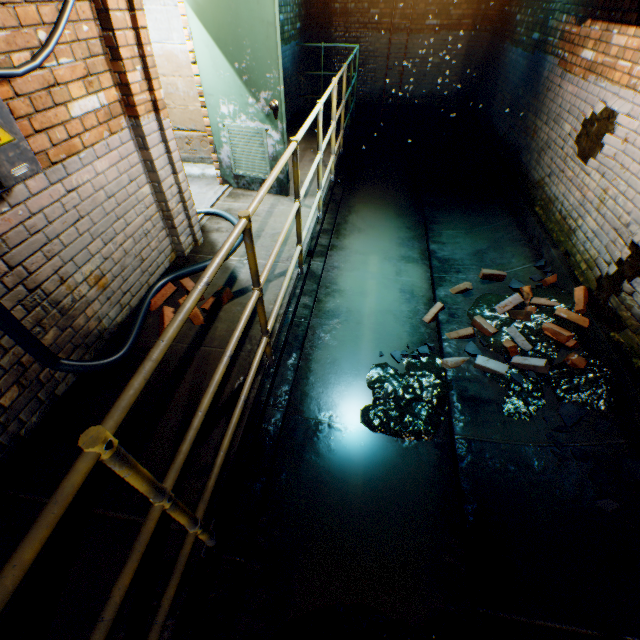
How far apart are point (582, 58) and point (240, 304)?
5.4m

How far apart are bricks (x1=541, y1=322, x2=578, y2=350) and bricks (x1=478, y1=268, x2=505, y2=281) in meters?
0.4 m

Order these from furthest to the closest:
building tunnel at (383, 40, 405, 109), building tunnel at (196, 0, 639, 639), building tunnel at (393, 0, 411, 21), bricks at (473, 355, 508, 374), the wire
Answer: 1. building tunnel at (383, 40, 405, 109)
2. building tunnel at (393, 0, 411, 21)
3. bricks at (473, 355, 508, 374)
4. building tunnel at (196, 0, 639, 639)
5. the wire

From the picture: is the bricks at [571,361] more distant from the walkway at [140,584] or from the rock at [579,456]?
the walkway at [140,584]

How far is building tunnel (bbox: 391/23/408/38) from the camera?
Answer: 8.2 meters

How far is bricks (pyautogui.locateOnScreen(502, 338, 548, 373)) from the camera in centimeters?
324cm

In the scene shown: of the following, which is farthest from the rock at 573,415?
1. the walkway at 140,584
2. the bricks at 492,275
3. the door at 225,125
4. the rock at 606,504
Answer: the door at 225,125
